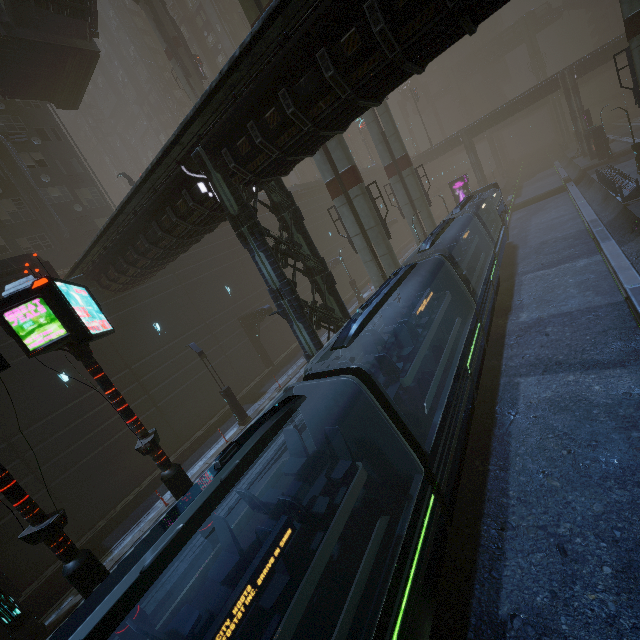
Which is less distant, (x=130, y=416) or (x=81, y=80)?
(x=130, y=416)

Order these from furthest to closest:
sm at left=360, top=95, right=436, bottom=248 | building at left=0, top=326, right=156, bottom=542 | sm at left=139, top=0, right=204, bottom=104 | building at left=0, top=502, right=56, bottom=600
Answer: sm at left=139, top=0, right=204, bottom=104, sm at left=360, top=95, right=436, bottom=248, building at left=0, top=326, right=156, bottom=542, building at left=0, top=502, right=56, bottom=600

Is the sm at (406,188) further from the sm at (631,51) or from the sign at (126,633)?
the sign at (126,633)

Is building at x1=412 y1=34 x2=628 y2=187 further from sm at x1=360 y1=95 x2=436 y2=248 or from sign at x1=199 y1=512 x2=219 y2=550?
sign at x1=199 y1=512 x2=219 y2=550

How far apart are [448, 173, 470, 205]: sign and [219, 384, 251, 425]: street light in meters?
37.4 m

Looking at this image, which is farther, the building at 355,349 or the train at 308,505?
the building at 355,349

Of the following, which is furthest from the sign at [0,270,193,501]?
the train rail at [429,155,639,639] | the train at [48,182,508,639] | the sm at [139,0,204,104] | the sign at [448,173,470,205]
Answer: the sign at [448,173,470,205]

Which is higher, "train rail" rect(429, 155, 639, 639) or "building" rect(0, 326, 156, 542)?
"building" rect(0, 326, 156, 542)
